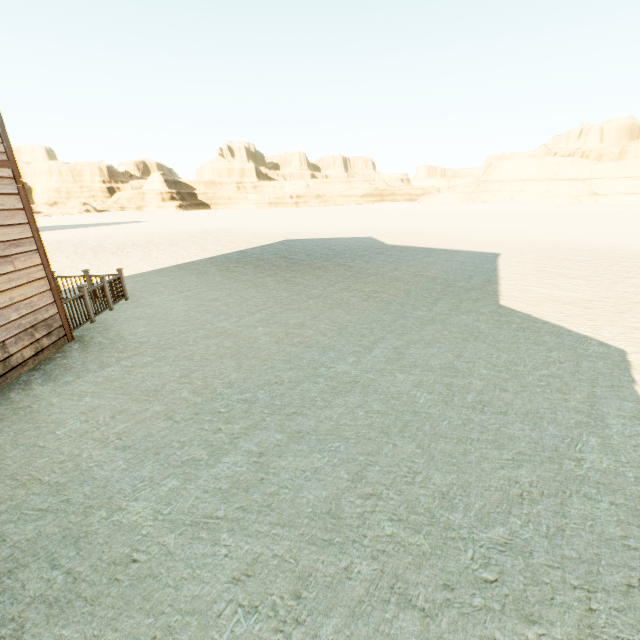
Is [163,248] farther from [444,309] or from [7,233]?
[444,309]
